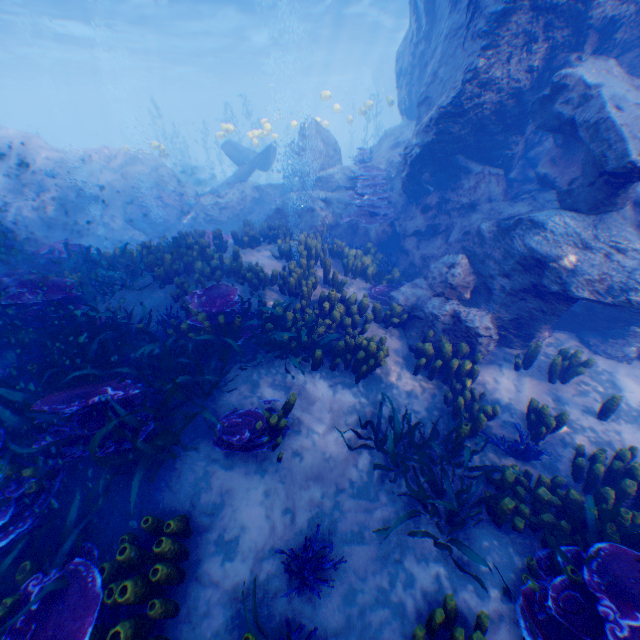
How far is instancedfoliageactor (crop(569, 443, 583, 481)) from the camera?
4.6 meters

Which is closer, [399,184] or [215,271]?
[215,271]

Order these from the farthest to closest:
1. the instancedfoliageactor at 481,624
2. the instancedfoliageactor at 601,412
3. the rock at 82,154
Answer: the rock at 82,154 < the instancedfoliageactor at 601,412 < the instancedfoliageactor at 481,624

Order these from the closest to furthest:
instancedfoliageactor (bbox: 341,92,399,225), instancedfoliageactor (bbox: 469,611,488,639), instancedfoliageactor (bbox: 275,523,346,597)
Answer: instancedfoliageactor (bbox: 469,611,488,639) → instancedfoliageactor (bbox: 275,523,346,597) → instancedfoliageactor (bbox: 341,92,399,225)

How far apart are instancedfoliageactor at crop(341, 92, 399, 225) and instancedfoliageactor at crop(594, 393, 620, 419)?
11.5m

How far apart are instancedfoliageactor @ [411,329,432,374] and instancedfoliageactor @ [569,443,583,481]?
1.18m

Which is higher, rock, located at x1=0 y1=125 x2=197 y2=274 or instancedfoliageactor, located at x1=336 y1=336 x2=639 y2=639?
rock, located at x1=0 y1=125 x2=197 y2=274

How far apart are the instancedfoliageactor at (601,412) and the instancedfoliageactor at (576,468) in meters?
1.0 m
